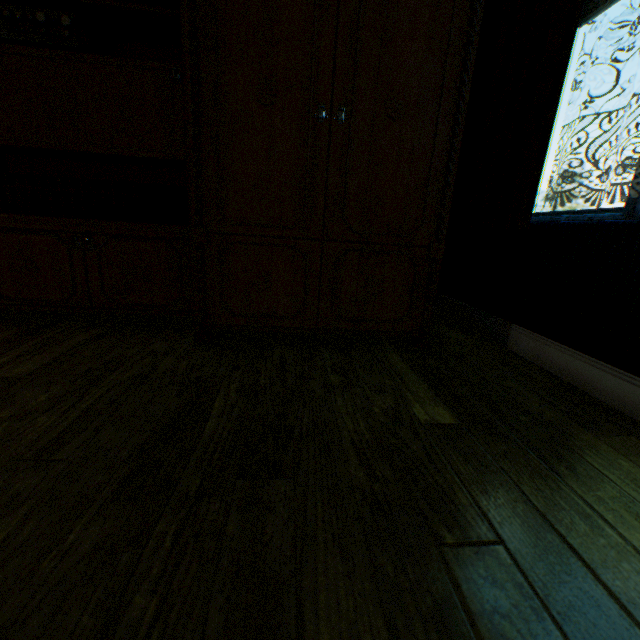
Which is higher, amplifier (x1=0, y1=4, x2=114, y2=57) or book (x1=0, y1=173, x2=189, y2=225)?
amplifier (x1=0, y1=4, x2=114, y2=57)

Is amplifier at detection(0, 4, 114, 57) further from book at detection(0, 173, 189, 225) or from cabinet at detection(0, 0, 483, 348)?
book at detection(0, 173, 189, 225)

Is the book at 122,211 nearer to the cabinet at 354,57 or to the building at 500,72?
the cabinet at 354,57

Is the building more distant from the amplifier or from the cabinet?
the amplifier

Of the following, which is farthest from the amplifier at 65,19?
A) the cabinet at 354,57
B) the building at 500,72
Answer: the building at 500,72

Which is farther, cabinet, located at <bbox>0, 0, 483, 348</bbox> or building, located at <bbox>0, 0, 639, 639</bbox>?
cabinet, located at <bbox>0, 0, 483, 348</bbox>

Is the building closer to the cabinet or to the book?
the cabinet

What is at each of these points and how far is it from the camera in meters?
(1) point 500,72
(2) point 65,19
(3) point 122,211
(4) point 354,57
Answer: (1) building, 2.1
(2) amplifier, 1.6
(3) book, 2.0
(4) cabinet, 1.5
